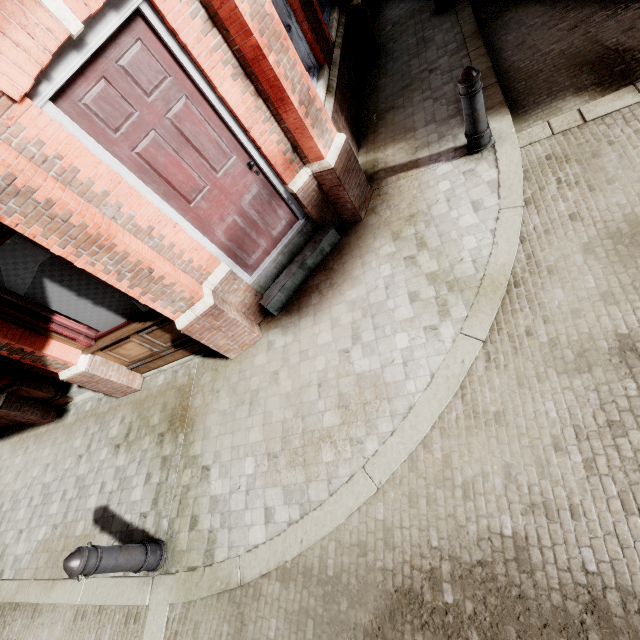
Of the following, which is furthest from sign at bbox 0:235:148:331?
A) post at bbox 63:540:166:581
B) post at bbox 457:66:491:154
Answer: post at bbox 457:66:491:154

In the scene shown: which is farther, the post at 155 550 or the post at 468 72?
the post at 468 72

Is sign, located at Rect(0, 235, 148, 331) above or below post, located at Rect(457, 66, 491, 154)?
above

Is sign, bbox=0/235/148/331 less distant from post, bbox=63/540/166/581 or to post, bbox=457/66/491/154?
post, bbox=63/540/166/581

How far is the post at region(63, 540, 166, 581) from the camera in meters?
3.0

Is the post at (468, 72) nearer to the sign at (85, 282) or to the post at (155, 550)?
the sign at (85, 282)

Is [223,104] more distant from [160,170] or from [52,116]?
[52,116]
